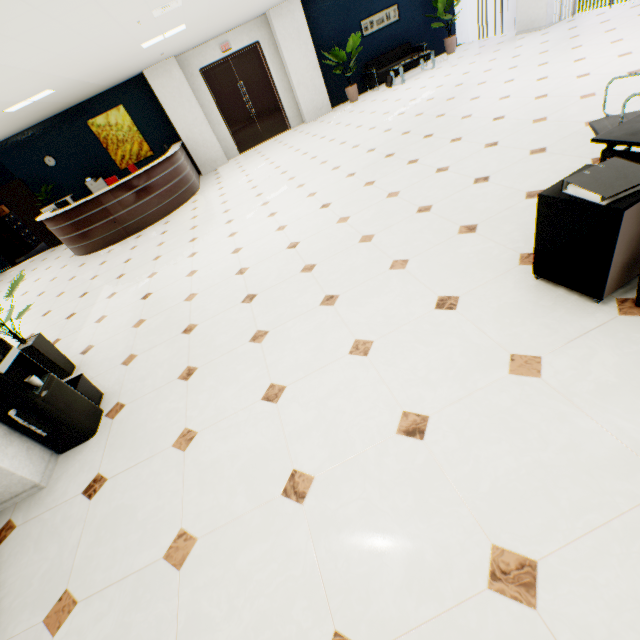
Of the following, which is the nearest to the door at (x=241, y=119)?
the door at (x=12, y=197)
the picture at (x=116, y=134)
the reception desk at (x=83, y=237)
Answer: the reception desk at (x=83, y=237)

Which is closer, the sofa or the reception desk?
the reception desk

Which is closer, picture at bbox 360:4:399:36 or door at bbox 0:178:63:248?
door at bbox 0:178:63:248

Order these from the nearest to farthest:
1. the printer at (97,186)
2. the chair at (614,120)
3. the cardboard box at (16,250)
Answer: the chair at (614,120)
the printer at (97,186)
the cardboard box at (16,250)

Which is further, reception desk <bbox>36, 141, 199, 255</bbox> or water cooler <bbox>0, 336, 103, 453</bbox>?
reception desk <bbox>36, 141, 199, 255</bbox>

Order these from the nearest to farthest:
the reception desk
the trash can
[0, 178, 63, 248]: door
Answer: the trash can
the reception desk
[0, 178, 63, 248]: door

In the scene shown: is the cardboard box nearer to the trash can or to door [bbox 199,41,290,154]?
door [bbox 199,41,290,154]

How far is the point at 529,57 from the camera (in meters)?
6.91
